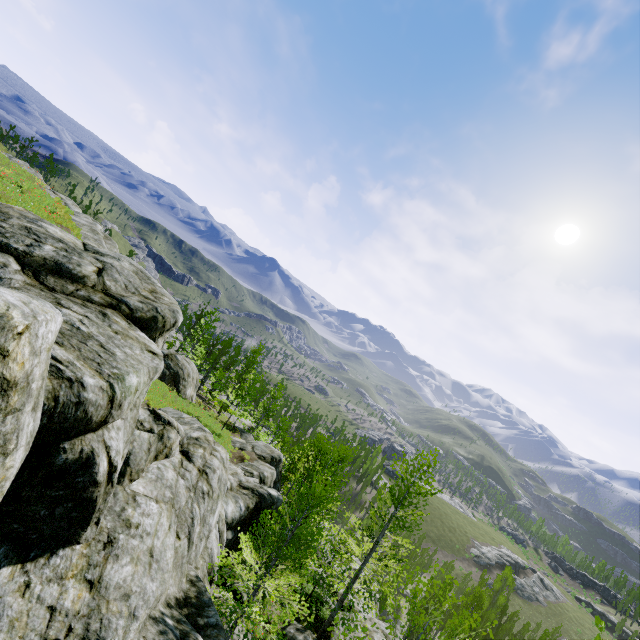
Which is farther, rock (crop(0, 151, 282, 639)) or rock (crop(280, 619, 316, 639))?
rock (crop(280, 619, 316, 639))

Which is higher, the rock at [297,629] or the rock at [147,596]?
the rock at [147,596]

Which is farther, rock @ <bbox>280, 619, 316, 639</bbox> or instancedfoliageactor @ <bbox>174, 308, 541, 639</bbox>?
rock @ <bbox>280, 619, 316, 639</bbox>

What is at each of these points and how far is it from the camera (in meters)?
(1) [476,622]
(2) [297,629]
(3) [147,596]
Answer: (1) instancedfoliageactor, 5.40
(2) rock, 16.66
(3) rock, 6.45

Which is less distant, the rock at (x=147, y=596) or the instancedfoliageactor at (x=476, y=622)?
the rock at (x=147, y=596)

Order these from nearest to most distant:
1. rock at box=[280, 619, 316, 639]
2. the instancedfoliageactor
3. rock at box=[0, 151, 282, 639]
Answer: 1. rock at box=[0, 151, 282, 639]
2. the instancedfoliageactor
3. rock at box=[280, 619, 316, 639]

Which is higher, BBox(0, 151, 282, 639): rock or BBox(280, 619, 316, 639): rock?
BBox(0, 151, 282, 639): rock
